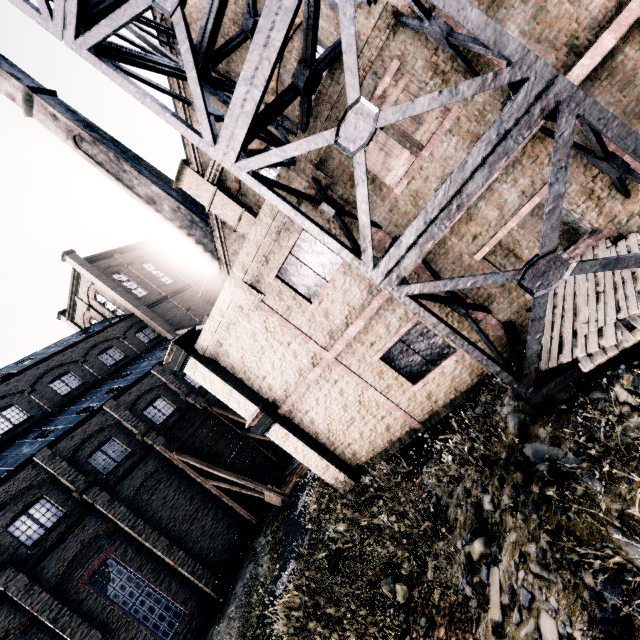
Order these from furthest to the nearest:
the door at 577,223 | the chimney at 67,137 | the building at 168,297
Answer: the chimney at 67,137
the door at 577,223
the building at 168,297

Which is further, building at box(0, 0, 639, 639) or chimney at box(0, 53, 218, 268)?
chimney at box(0, 53, 218, 268)

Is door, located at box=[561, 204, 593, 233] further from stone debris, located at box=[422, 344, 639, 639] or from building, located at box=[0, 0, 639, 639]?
stone debris, located at box=[422, 344, 639, 639]

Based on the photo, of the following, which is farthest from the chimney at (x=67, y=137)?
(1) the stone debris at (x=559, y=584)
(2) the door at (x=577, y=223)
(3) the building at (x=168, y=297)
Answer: (2) the door at (x=577, y=223)

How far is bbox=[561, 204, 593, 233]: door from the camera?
10.98m

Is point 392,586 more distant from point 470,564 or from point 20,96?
point 20,96

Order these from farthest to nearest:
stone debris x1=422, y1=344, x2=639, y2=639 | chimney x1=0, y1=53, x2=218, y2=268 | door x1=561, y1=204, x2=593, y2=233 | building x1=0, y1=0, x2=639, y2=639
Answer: chimney x1=0, y1=53, x2=218, y2=268 → door x1=561, y1=204, x2=593, y2=233 → building x1=0, y1=0, x2=639, y2=639 → stone debris x1=422, y1=344, x2=639, y2=639

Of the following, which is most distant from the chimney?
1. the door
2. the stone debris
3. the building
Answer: A: the door
